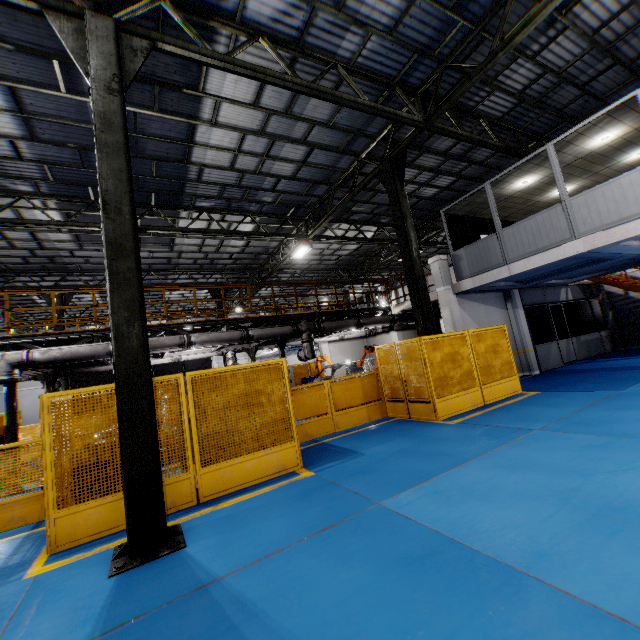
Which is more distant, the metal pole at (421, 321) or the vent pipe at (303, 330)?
the vent pipe at (303, 330)

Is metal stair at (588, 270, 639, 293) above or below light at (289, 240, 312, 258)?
below

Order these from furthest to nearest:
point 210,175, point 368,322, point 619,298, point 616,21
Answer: point 619,298
point 368,322
point 210,175
point 616,21

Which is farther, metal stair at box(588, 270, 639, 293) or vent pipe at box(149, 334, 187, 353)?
metal stair at box(588, 270, 639, 293)

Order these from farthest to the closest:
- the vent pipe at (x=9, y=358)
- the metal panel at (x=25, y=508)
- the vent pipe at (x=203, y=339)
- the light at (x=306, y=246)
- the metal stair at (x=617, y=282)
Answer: the light at (x=306, y=246), the metal stair at (x=617, y=282), the vent pipe at (x=203, y=339), the vent pipe at (x=9, y=358), the metal panel at (x=25, y=508)

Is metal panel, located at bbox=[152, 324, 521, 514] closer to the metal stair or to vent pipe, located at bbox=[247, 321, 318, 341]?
vent pipe, located at bbox=[247, 321, 318, 341]

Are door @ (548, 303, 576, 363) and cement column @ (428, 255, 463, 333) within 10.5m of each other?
yes

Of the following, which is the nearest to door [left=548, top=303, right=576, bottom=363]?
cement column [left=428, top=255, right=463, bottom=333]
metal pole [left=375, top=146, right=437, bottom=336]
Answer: cement column [left=428, top=255, right=463, bottom=333]
